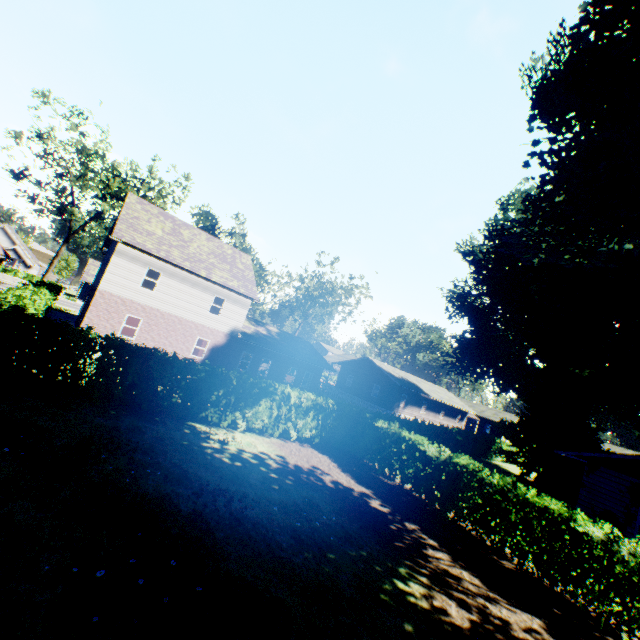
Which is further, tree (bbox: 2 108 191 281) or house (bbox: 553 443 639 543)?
tree (bbox: 2 108 191 281)

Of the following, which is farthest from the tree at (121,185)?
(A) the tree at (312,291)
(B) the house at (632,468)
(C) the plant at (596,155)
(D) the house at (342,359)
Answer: (B) the house at (632,468)

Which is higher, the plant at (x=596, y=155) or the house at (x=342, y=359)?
the plant at (x=596, y=155)

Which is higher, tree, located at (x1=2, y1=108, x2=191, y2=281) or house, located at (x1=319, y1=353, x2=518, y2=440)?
tree, located at (x1=2, y1=108, x2=191, y2=281)

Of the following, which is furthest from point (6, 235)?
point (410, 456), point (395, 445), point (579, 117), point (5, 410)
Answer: point (579, 117)

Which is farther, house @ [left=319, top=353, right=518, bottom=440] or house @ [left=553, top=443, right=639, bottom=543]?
house @ [left=319, top=353, right=518, bottom=440]

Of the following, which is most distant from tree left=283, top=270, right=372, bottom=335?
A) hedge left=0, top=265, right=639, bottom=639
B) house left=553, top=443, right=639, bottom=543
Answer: house left=553, top=443, right=639, bottom=543

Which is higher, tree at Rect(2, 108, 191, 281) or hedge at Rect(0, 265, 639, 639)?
tree at Rect(2, 108, 191, 281)
